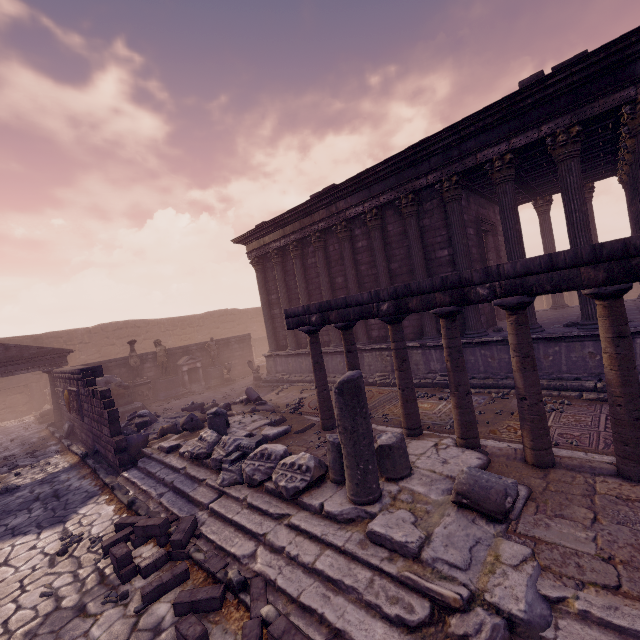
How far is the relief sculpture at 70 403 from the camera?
10.7 meters

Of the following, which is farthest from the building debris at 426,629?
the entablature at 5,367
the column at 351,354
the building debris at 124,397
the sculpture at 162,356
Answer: the entablature at 5,367

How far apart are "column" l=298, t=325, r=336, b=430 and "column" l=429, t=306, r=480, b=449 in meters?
2.8

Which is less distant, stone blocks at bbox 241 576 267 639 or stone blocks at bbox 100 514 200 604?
stone blocks at bbox 241 576 267 639

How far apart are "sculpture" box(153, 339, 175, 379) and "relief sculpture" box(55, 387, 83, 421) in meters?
5.1 m

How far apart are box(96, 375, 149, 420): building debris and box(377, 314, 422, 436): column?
12.41m

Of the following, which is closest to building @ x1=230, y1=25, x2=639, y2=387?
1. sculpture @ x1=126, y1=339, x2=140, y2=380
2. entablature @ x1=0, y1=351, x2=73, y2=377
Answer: sculpture @ x1=126, y1=339, x2=140, y2=380

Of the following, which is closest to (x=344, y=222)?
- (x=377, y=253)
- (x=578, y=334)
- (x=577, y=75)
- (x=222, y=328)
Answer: (x=377, y=253)
